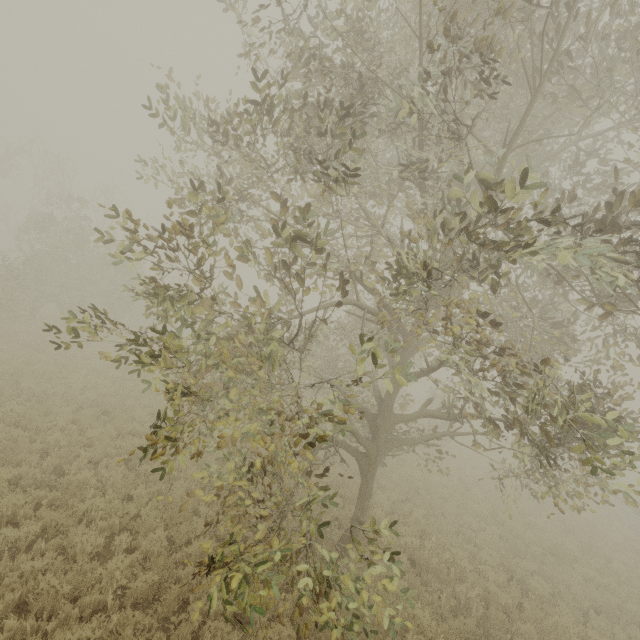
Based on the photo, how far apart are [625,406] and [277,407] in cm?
6895
